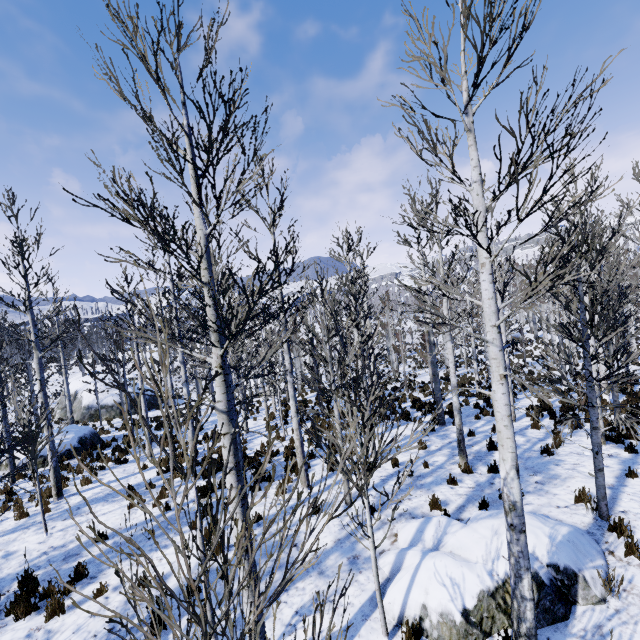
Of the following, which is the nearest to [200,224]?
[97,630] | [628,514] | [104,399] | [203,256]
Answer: [203,256]

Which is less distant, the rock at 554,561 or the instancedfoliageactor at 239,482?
the instancedfoliageactor at 239,482

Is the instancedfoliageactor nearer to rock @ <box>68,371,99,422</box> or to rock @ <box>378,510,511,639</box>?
rock @ <box>378,510,511,639</box>

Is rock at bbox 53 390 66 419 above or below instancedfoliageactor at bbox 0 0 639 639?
below

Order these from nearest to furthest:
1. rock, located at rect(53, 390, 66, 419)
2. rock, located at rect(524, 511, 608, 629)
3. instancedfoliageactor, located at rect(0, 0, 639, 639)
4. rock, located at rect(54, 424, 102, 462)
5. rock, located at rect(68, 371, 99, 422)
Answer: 1. instancedfoliageactor, located at rect(0, 0, 639, 639)
2. rock, located at rect(524, 511, 608, 629)
3. rock, located at rect(54, 424, 102, 462)
4. rock, located at rect(68, 371, 99, 422)
5. rock, located at rect(53, 390, 66, 419)

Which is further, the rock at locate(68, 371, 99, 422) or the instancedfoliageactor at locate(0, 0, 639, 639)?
the rock at locate(68, 371, 99, 422)

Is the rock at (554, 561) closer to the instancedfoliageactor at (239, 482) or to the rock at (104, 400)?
the instancedfoliageactor at (239, 482)

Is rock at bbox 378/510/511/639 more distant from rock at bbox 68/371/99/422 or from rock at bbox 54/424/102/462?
rock at bbox 68/371/99/422
